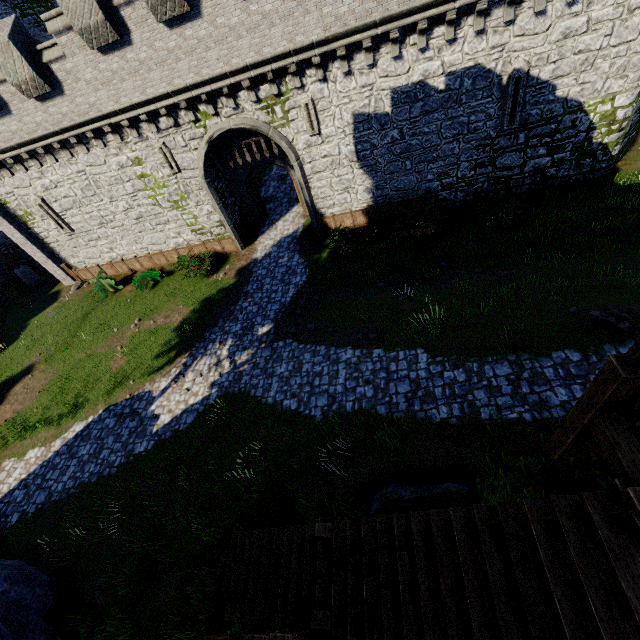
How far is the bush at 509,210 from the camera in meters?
14.8

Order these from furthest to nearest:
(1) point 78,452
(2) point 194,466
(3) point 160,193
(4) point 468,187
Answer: (3) point 160,193 < (4) point 468,187 < (1) point 78,452 < (2) point 194,466

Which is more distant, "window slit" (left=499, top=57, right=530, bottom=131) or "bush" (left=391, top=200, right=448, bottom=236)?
"bush" (left=391, top=200, right=448, bottom=236)

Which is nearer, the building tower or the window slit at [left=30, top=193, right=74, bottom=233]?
the window slit at [left=30, top=193, right=74, bottom=233]

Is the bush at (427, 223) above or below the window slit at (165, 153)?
below

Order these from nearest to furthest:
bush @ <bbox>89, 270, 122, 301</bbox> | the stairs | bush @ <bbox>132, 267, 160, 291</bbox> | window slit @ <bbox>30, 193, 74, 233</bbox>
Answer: the stairs
window slit @ <bbox>30, 193, 74, 233</bbox>
bush @ <bbox>132, 267, 160, 291</bbox>
bush @ <bbox>89, 270, 122, 301</bbox>

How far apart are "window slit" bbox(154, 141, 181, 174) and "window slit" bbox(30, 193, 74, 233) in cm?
794

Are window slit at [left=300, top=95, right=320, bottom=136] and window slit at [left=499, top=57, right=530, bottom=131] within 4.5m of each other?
no
